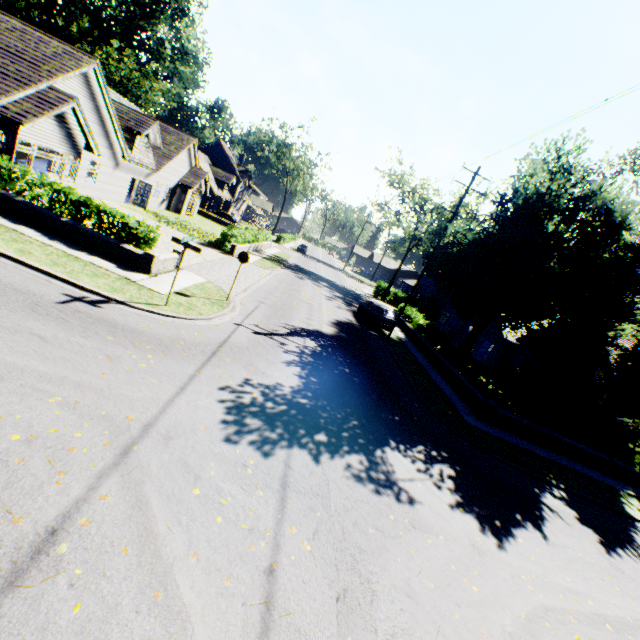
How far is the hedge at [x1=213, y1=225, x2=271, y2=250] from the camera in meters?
25.5 m

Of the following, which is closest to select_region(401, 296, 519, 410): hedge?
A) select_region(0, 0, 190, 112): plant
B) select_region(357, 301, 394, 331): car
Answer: select_region(357, 301, 394, 331): car

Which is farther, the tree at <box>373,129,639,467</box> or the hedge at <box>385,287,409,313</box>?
the hedge at <box>385,287,409,313</box>

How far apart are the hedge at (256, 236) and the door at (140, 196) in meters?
7.3 m

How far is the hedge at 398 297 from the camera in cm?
3334

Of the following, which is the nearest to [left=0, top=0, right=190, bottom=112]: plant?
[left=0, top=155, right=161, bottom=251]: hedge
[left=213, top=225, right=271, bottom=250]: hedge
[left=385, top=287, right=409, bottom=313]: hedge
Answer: [left=0, top=155, right=161, bottom=251]: hedge

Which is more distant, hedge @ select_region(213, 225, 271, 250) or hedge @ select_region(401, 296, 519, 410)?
hedge @ select_region(213, 225, 271, 250)

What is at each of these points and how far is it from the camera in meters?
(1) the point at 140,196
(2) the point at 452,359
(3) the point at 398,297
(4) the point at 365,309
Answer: (1) door, 27.4
(2) hedge, 19.6
(3) hedge, 45.2
(4) car, 25.0
